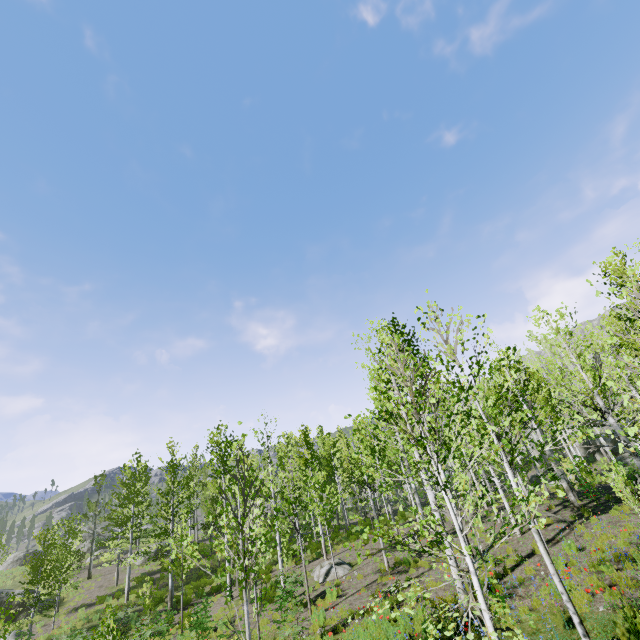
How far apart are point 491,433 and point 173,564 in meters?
18.7

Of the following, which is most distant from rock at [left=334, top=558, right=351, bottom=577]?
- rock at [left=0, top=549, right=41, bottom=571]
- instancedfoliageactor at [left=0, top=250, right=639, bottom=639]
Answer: rock at [left=0, top=549, right=41, bottom=571]

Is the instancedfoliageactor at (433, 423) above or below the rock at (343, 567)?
above

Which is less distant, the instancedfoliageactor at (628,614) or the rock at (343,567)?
the instancedfoliageactor at (628,614)

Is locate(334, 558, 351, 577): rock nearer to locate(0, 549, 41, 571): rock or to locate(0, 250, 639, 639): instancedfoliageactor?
locate(0, 250, 639, 639): instancedfoliageactor

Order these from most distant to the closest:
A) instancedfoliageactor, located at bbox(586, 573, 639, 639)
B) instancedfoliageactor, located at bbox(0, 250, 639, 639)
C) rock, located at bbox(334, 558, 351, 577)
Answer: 1. rock, located at bbox(334, 558, 351, 577)
2. instancedfoliageactor, located at bbox(586, 573, 639, 639)
3. instancedfoliageactor, located at bbox(0, 250, 639, 639)

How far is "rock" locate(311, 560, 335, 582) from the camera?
15.94m
